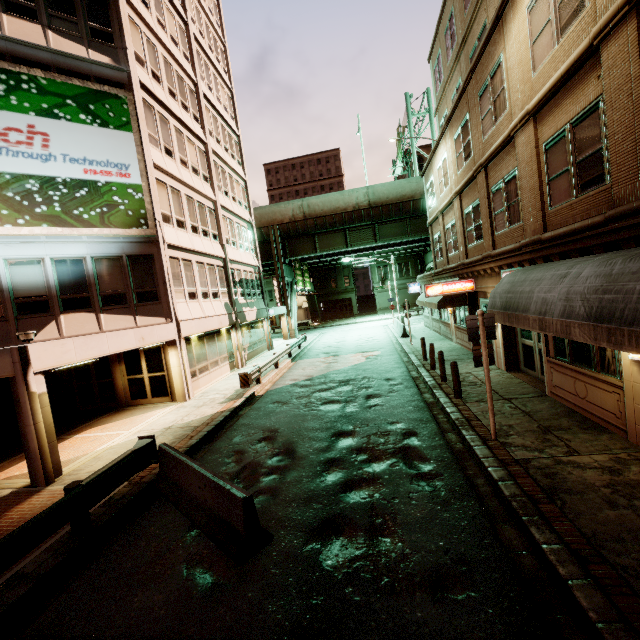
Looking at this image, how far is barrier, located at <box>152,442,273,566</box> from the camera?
5.2m

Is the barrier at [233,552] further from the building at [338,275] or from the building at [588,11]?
the building at [338,275]

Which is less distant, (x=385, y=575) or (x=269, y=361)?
(x=385, y=575)

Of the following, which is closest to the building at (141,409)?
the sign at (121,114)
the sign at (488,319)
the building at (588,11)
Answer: the sign at (121,114)

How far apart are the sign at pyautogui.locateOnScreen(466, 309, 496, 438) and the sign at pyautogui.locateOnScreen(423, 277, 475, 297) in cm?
779

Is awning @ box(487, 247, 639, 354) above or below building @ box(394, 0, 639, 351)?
below

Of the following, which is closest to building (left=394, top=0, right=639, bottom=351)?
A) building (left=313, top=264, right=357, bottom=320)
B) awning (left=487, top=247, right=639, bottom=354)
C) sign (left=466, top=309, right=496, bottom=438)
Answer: awning (left=487, top=247, right=639, bottom=354)
